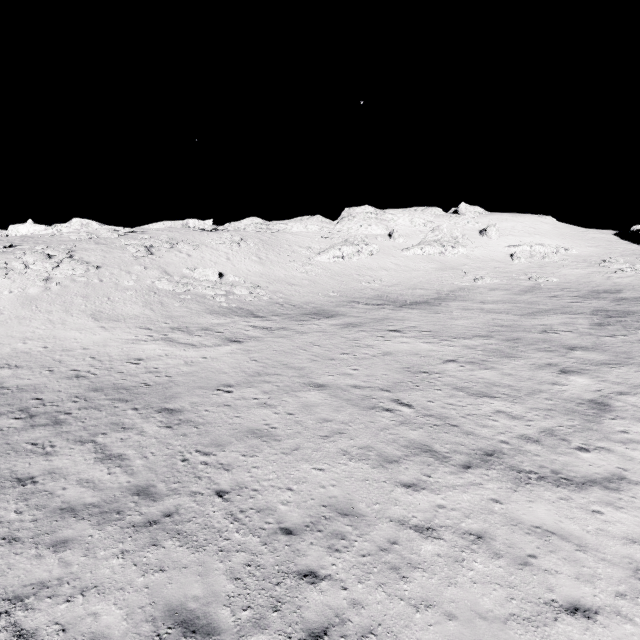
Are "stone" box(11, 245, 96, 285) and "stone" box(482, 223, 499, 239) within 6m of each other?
no

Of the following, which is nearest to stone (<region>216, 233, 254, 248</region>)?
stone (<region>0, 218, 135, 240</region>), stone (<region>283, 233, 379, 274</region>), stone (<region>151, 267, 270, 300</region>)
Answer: stone (<region>283, 233, 379, 274</region>)

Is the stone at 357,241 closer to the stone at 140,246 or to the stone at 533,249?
the stone at 140,246

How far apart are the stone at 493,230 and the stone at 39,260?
60.1m

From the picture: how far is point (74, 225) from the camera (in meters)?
44.97

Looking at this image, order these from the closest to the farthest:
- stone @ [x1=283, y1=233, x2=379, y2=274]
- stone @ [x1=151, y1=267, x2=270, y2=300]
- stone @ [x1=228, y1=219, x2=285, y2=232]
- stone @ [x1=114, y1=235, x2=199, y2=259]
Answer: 1. stone @ [x1=151, y1=267, x2=270, y2=300]
2. stone @ [x1=114, y1=235, x2=199, y2=259]
3. stone @ [x1=283, y1=233, x2=379, y2=274]
4. stone @ [x1=228, y1=219, x2=285, y2=232]

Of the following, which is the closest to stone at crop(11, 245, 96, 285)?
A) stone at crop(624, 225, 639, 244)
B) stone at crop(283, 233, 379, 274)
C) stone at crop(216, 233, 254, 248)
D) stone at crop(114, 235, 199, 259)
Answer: stone at crop(114, 235, 199, 259)

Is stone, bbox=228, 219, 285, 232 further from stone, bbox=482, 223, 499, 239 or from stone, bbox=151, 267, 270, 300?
stone, bbox=482, 223, 499, 239
